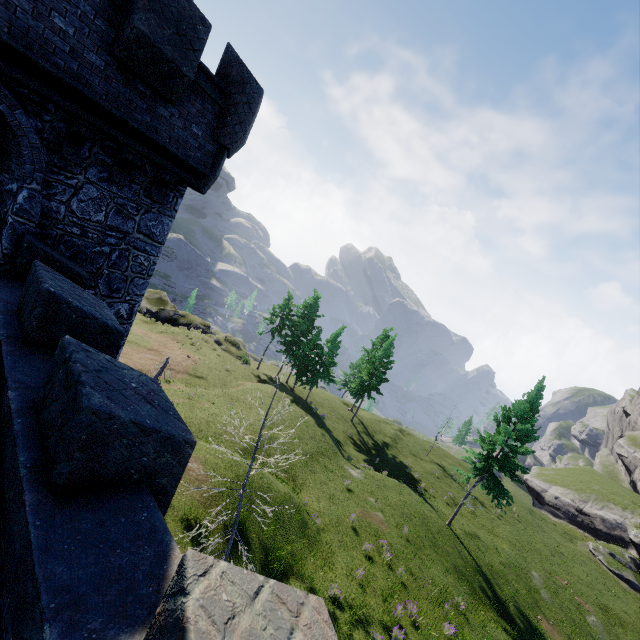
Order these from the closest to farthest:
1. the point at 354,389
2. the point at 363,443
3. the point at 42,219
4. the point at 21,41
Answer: the point at 21,41 < the point at 42,219 < the point at 363,443 < the point at 354,389
